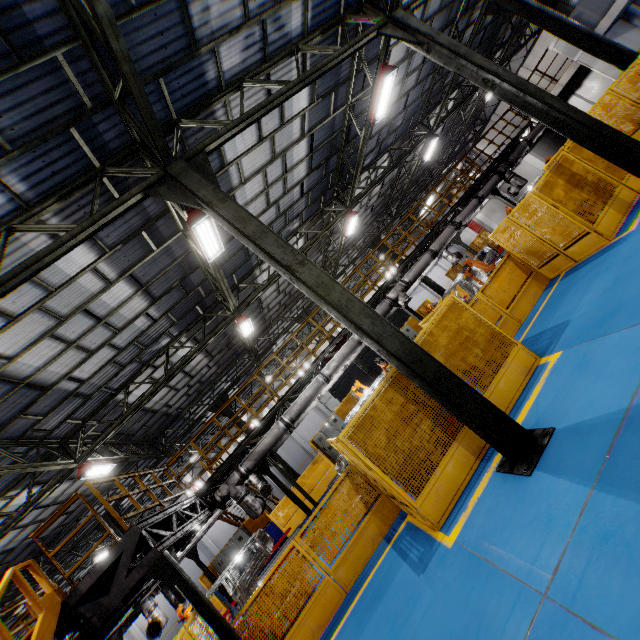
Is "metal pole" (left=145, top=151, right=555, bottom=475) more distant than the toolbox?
No

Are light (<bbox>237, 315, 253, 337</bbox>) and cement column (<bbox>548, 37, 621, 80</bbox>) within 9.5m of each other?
no

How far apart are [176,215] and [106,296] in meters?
2.9

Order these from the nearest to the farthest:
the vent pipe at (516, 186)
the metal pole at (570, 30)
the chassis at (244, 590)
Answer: the chassis at (244, 590) < the metal pole at (570, 30) < the vent pipe at (516, 186)

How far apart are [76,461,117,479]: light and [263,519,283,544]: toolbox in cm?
843

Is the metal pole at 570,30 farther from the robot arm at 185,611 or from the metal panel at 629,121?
the robot arm at 185,611

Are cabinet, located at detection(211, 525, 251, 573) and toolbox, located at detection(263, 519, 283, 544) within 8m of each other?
yes

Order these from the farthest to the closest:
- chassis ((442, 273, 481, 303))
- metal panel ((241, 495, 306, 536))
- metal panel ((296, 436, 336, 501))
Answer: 1. metal panel ((296, 436, 336, 501))
2. metal panel ((241, 495, 306, 536))
3. chassis ((442, 273, 481, 303))
